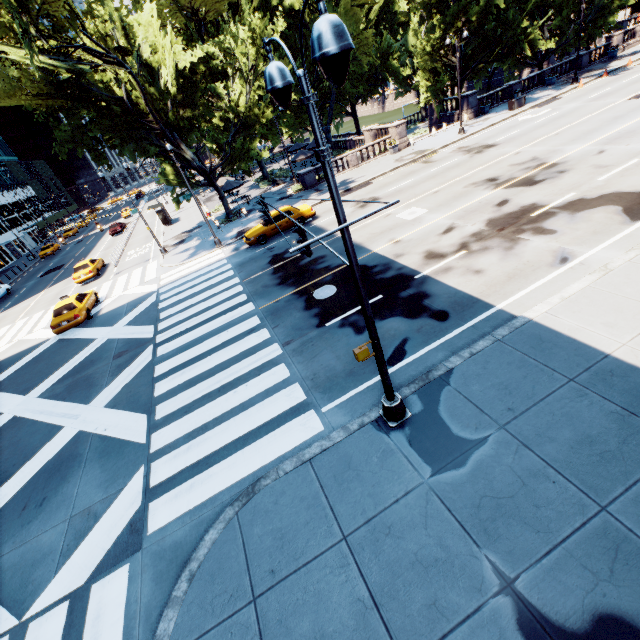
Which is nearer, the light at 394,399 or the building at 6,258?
the light at 394,399

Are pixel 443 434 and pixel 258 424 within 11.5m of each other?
yes

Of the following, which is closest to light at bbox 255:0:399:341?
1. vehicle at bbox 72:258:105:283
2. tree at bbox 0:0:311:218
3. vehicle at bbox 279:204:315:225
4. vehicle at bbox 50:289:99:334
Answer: vehicle at bbox 279:204:315:225

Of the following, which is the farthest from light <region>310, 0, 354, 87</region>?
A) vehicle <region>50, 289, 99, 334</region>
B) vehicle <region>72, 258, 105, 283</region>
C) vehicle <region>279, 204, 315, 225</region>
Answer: vehicle <region>72, 258, 105, 283</region>

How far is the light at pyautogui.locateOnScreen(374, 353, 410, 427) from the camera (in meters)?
6.84

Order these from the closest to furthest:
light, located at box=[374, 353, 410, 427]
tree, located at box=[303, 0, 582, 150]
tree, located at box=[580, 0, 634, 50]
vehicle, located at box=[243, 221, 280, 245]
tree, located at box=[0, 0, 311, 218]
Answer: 1. light, located at box=[374, 353, 410, 427]
2. tree, located at box=[0, 0, 311, 218]
3. vehicle, located at box=[243, 221, 280, 245]
4. tree, located at box=[303, 0, 582, 150]
5. tree, located at box=[580, 0, 634, 50]

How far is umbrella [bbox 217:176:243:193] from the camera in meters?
31.7

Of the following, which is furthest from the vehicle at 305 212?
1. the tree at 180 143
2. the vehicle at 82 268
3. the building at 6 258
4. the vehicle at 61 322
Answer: the building at 6 258
